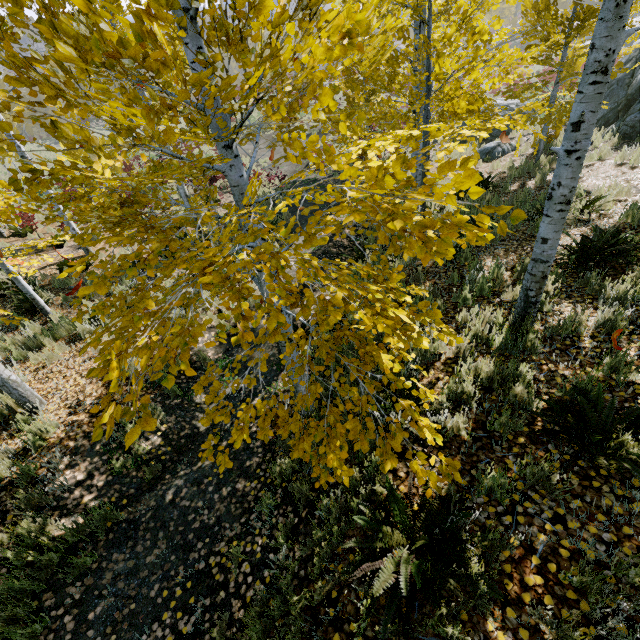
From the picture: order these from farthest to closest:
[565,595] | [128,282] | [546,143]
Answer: [546,143], [128,282], [565,595]

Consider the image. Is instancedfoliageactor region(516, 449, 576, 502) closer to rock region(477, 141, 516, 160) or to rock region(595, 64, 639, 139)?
rock region(477, 141, 516, 160)

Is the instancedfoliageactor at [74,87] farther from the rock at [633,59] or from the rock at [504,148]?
the rock at [633,59]

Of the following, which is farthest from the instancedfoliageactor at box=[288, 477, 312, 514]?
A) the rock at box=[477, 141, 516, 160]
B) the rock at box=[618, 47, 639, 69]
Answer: the rock at box=[618, 47, 639, 69]

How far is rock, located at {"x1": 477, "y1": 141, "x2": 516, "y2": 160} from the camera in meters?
12.6

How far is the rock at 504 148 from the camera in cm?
1265
